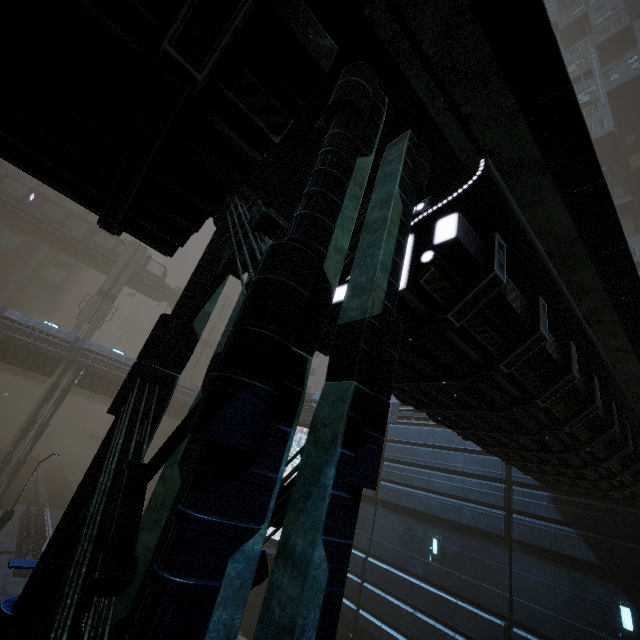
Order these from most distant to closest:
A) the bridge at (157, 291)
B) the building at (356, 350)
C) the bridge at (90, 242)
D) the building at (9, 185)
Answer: the bridge at (157, 291), the building at (9, 185), the bridge at (90, 242), the building at (356, 350)

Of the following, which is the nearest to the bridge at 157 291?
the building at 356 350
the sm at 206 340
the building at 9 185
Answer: the building at 356 350

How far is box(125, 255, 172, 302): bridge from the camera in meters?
45.4

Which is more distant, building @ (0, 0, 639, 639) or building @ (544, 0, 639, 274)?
building @ (544, 0, 639, 274)

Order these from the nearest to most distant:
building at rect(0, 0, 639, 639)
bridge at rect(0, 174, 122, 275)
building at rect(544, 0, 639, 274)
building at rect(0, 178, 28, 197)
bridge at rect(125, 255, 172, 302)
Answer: building at rect(0, 0, 639, 639) < building at rect(544, 0, 639, 274) < bridge at rect(0, 174, 122, 275) < building at rect(0, 178, 28, 197) < bridge at rect(125, 255, 172, 302)

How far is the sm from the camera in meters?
45.7

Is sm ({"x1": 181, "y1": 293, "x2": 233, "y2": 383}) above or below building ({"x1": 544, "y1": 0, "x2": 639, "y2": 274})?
below

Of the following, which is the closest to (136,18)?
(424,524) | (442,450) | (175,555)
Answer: (175,555)
